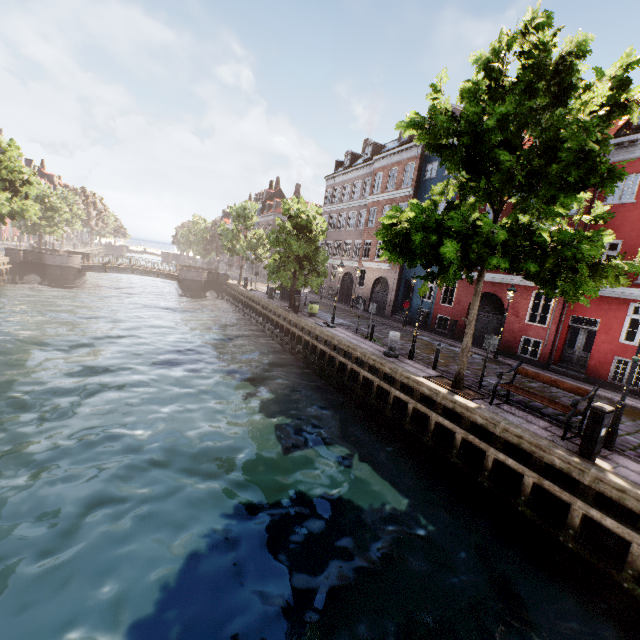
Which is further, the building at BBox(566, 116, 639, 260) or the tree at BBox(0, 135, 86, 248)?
the tree at BBox(0, 135, 86, 248)

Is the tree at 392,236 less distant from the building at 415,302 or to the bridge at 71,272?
the bridge at 71,272

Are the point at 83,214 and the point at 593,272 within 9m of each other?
no

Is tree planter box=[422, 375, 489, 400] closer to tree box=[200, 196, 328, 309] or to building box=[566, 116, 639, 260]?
tree box=[200, 196, 328, 309]

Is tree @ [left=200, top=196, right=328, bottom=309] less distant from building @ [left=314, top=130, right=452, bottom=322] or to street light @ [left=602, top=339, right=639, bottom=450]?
street light @ [left=602, top=339, right=639, bottom=450]

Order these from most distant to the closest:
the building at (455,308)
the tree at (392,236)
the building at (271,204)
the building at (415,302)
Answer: the building at (271,204) → the building at (415,302) → the building at (455,308) → the tree at (392,236)

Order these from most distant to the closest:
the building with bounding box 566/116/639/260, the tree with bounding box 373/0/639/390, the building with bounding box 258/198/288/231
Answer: the building with bounding box 258/198/288/231 < the building with bounding box 566/116/639/260 < the tree with bounding box 373/0/639/390

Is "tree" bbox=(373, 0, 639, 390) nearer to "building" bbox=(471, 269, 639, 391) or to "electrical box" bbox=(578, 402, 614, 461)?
"electrical box" bbox=(578, 402, 614, 461)
